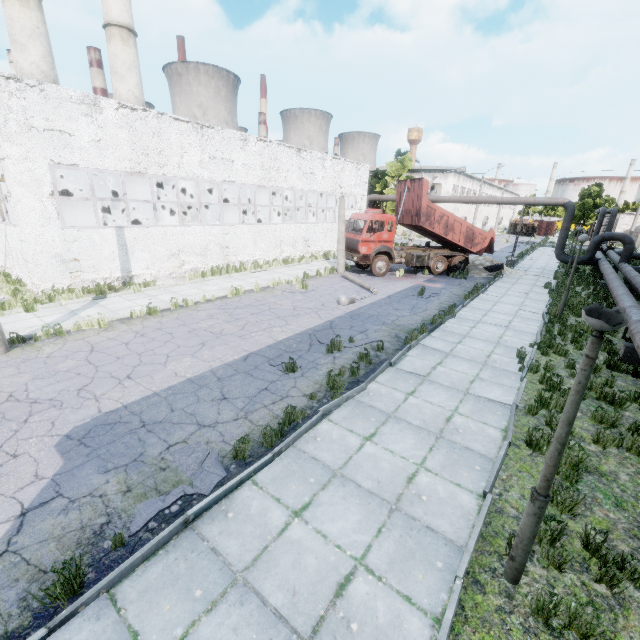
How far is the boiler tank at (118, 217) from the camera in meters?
Result: 20.4

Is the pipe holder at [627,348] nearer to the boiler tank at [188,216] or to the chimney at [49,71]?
the boiler tank at [188,216]

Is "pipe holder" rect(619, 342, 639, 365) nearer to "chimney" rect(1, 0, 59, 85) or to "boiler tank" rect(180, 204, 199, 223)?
"boiler tank" rect(180, 204, 199, 223)

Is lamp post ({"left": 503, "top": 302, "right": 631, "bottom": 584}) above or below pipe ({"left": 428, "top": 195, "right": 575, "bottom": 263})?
below

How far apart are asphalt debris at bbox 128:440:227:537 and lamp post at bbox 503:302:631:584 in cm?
387

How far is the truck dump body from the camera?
19.3 meters

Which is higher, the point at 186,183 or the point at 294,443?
the point at 186,183

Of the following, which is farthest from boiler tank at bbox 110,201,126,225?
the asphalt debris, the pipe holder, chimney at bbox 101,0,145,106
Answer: the pipe holder
